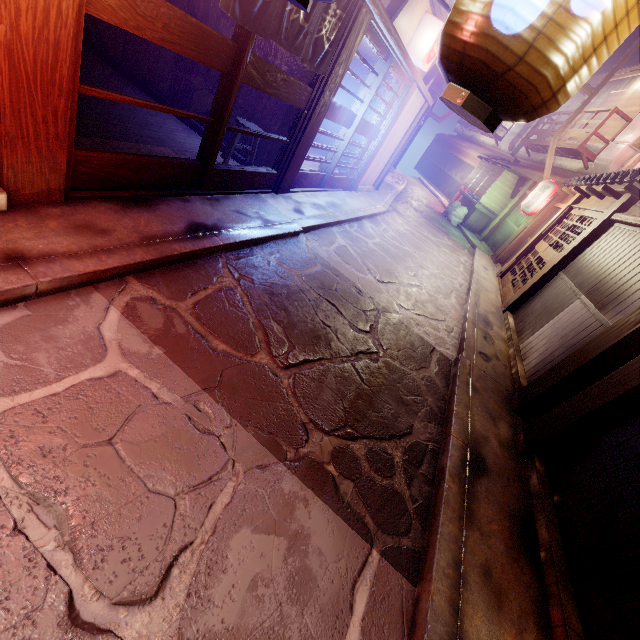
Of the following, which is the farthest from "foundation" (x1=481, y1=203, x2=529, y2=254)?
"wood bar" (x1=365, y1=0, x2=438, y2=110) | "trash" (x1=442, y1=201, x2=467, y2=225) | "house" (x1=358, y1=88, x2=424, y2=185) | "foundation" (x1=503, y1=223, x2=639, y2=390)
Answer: "foundation" (x1=503, y1=223, x2=639, y2=390)

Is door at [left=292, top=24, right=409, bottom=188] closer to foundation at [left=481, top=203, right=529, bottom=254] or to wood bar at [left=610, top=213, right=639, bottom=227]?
wood bar at [left=610, top=213, right=639, bottom=227]

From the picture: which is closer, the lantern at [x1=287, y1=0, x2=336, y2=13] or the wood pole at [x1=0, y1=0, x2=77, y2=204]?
the lantern at [x1=287, y1=0, x2=336, y2=13]

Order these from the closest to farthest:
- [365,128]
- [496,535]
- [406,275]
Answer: [496,535] < [406,275] < [365,128]

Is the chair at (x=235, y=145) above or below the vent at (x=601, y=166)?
below

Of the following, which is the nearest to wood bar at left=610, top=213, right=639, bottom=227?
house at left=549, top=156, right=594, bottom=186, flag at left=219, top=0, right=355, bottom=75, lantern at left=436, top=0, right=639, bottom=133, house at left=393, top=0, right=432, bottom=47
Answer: lantern at left=436, top=0, right=639, bottom=133

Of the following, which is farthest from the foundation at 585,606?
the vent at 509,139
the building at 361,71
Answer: the vent at 509,139

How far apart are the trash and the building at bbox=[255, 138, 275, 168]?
25.0 meters
